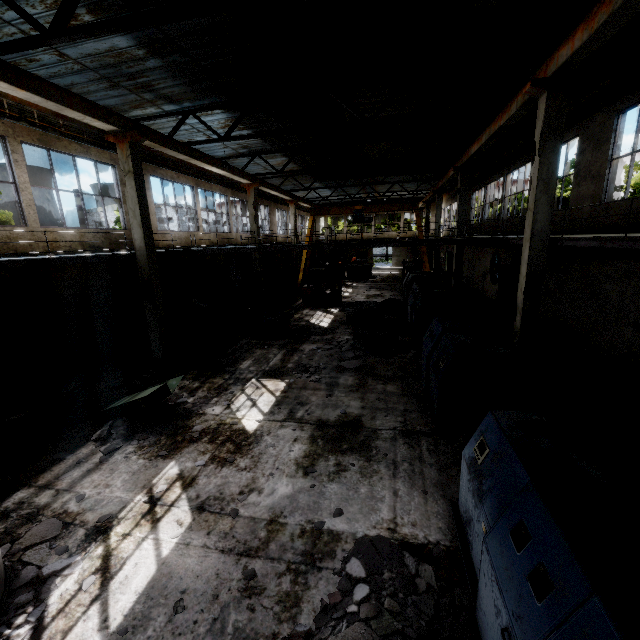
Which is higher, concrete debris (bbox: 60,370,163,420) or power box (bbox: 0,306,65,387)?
power box (bbox: 0,306,65,387)

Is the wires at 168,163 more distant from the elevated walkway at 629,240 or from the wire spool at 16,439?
the wire spool at 16,439

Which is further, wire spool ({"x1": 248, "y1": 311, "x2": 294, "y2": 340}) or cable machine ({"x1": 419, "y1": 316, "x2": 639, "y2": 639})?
wire spool ({"x1": 248, "y1": 311, "x2": 294, "y2": 340})

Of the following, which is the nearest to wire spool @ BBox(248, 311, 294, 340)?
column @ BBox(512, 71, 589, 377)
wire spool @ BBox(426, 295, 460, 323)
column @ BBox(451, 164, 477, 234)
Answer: wire spool @ BBox(426, 295, 460, 323)

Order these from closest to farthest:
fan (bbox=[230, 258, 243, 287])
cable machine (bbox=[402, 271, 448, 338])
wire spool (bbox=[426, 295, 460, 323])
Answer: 1. wire spool (bbox=[426, 295, 460, 323])
2. cable machine (bbox=[402, 271, 448, 338])
3. fan (bbox=[230, 258, 243, 287])

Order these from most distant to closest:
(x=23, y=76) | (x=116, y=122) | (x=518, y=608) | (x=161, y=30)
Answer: (x=116, y=122) < (x=161, y=30) < (x=23, y=76) < (x=518, y=608)

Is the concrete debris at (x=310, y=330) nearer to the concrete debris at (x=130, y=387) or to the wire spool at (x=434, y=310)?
the wire spool at (x=434, y=310)

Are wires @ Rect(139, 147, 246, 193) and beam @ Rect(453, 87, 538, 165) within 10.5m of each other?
no
